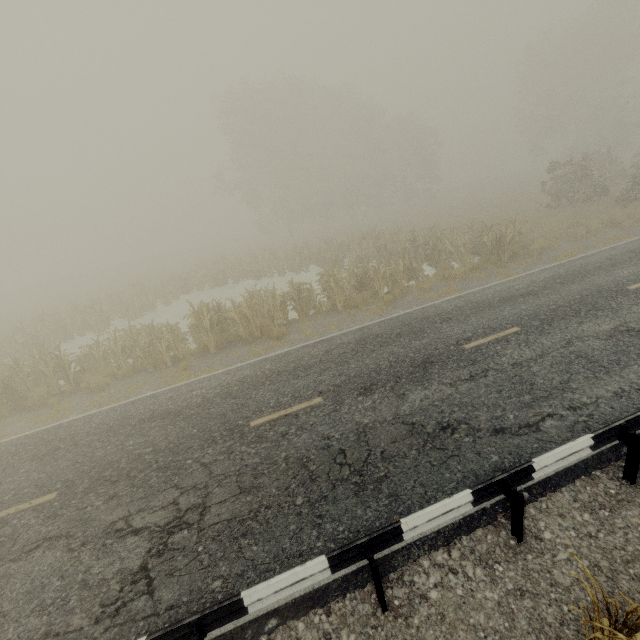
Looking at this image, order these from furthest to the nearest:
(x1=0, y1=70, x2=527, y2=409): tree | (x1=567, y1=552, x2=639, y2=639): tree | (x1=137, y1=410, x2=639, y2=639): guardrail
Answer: (x1=0, y1=70, x2=527, y2=409): tree → (x1=137, y1=410, x2=639, y2=639): guardrail → (x1=567, y1=552, x2=639, y2=639): tree

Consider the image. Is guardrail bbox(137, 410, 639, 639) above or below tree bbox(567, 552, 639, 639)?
below

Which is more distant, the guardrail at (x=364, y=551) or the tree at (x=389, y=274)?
the tree at (x=389, y=274)

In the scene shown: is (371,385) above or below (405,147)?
below

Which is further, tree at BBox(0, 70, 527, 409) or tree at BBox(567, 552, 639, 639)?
tree at BBox(0, 70, 527, 409)

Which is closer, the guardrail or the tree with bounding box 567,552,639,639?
the tree with bounding box 567,552,639,639
